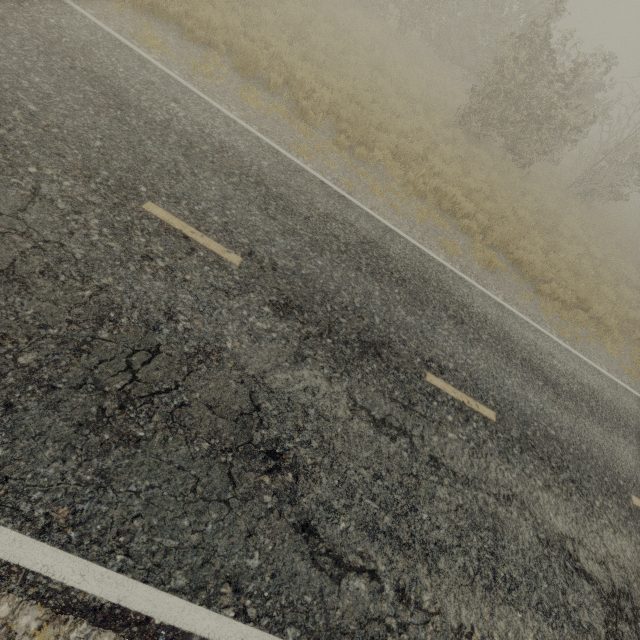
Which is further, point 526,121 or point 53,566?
point 526,121
